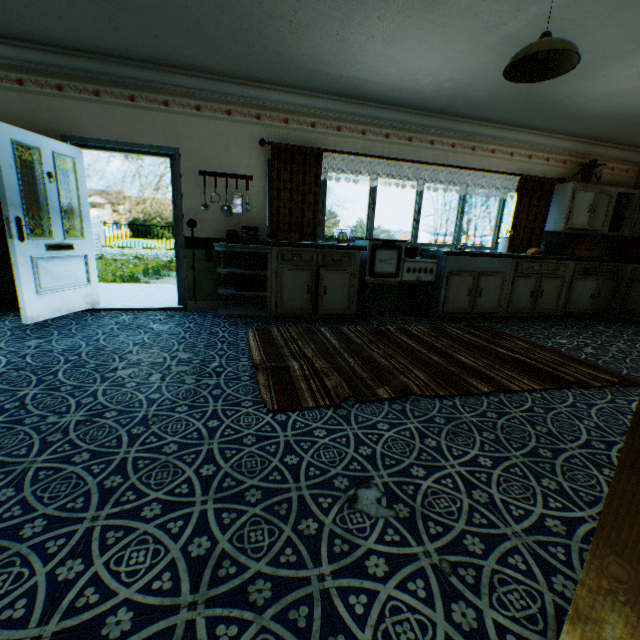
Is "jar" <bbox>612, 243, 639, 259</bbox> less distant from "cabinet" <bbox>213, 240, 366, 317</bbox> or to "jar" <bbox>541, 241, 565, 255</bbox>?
"jar" <bbox>541, 241, 565, 255</bbox>

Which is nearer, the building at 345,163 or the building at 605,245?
the building at 345,163

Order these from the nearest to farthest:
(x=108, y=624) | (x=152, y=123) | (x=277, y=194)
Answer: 1. (x=108, y=624)
2. (x=152, y=123)
3. (x=277, y=194)

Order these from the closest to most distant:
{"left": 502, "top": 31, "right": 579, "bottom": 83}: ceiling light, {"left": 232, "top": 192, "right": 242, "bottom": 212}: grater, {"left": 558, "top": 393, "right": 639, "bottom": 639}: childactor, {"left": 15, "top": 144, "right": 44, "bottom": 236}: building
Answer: {"left": 558, "top": 393, "right": 639, "bottom": 639}: childactor < {"left": 502, "top": 31, "right": 579, "bottom": 83}: ceiling light < {"left": 15, "top": 144, "right": 44, "bottom": 236}: building < {"left": 232, "top": 192, "right": 242, "bottom": 212}: grater

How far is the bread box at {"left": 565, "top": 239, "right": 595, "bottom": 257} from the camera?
6.2 meters

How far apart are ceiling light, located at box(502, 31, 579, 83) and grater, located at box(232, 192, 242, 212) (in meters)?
3.41

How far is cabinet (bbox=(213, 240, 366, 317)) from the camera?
4.4m

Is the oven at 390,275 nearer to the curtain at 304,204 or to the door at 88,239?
the curtain at 304,204
